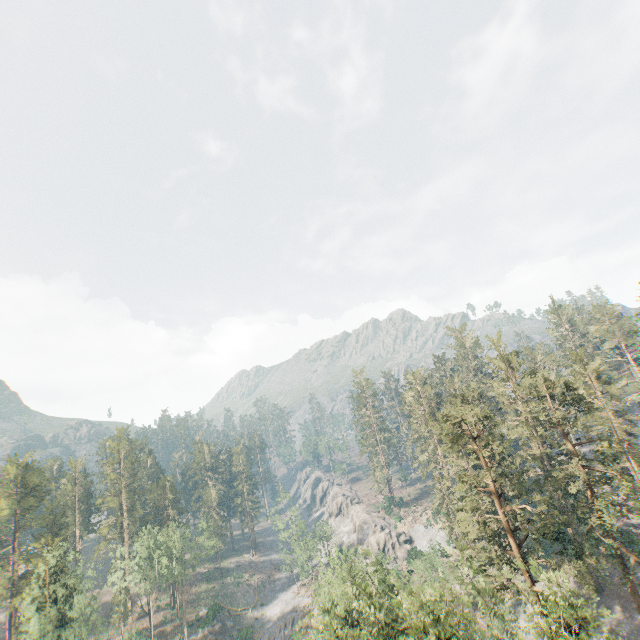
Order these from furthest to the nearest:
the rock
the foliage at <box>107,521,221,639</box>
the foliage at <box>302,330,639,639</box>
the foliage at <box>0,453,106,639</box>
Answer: the rock
the foliage at <box>107,521,221,639</box>
the foliage at <box>0,453,106,639</box>
the foliage at <box>302,330,639,639</box>

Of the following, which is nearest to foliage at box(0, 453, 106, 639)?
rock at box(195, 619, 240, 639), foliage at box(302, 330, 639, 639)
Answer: foliage at box(302, 330, 639, 639)

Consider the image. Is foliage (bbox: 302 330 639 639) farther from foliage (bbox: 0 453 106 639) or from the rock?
the rock

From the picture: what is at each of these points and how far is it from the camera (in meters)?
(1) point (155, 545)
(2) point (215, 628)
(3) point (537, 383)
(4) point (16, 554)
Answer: (1) foliage, 58.75
(2) rock, 56.59
(3) foliage, 36.44
(4) foliage, 55.22

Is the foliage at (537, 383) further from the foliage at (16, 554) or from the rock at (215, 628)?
the rock at (215, 628)
